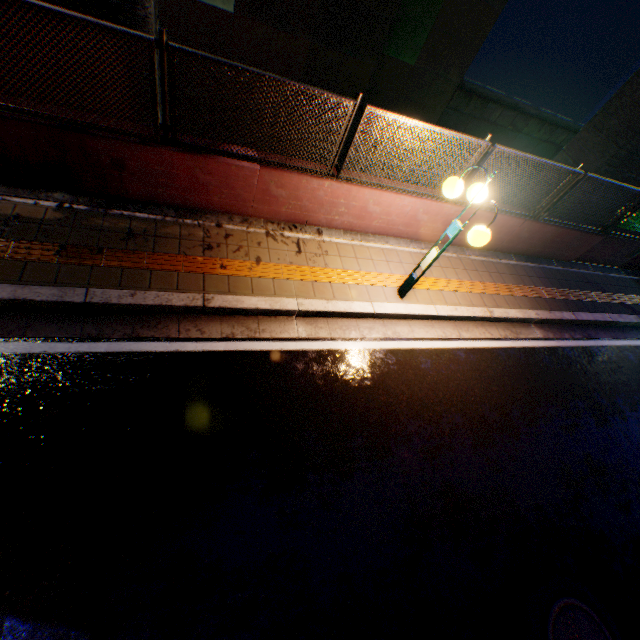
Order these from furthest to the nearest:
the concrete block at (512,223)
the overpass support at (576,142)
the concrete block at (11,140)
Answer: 1. the overpass support at (576,142)
2. the concrete block at (512,223)
3. the concrete block at (11,140)

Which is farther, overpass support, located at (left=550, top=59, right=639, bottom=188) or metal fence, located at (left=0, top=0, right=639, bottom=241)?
overpass support, located at (left=550, top=59, right=639, bottom=188)

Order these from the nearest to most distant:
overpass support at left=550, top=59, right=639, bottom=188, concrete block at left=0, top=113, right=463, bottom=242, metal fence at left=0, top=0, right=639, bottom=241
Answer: metal fence at left=0, top=0, right=639, bottom=241 < concrete block at left=0, top=113, right=463, bottom=242 < overpass support at left=550, top=59, right=639, bottom=188

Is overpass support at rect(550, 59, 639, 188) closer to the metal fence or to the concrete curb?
the metal fence

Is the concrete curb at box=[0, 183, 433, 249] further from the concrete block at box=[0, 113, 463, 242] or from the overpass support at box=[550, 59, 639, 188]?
the overpass support at box=[550, 59, 639, 188]

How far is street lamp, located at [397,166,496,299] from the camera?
4.2 meters

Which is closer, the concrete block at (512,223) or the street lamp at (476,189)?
the street lamp at (476,189)

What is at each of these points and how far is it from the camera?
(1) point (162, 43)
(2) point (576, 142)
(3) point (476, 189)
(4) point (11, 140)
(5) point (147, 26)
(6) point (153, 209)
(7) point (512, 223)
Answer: (1) metal fence, 3.7m
(2) overpass support, 9.1m
(3) street lamp, 4.5m
(4) concrete block, 4.1m
(5) overpass support, 4.7m
(6) concrete curb, 5.1m
(7) concrete block, 7.2m
